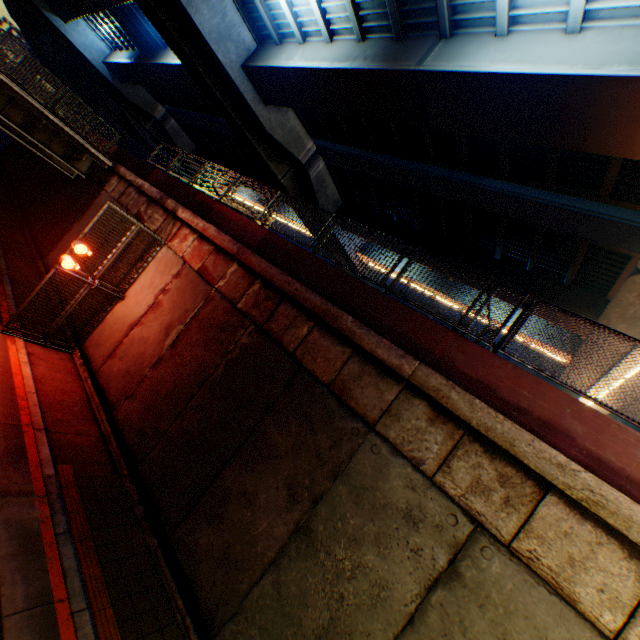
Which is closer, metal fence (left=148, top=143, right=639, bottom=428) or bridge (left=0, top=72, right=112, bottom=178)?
metal fence (left=148, top=143, right=639, bottom=428)

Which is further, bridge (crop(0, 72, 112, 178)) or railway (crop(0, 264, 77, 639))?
bridge (crop(0, 72, 112, 178))

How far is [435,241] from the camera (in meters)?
20.03

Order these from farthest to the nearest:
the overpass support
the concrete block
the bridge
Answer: the bridge
the overpass support
the concrete block

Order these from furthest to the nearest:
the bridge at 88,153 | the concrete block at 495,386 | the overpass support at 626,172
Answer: the bridge at 88,153
the overpass support at 626,172
the concrete block at 495,386

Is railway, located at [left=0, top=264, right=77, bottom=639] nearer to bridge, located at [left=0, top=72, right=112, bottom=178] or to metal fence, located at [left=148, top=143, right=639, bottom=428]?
metal fence, located at [left=148, top=143, right=639, bottom=428]

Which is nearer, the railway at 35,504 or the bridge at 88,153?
the railway at 35,504

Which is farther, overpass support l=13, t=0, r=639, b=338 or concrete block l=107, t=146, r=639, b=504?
overpass support l=13, t=0, r=639, b=338
